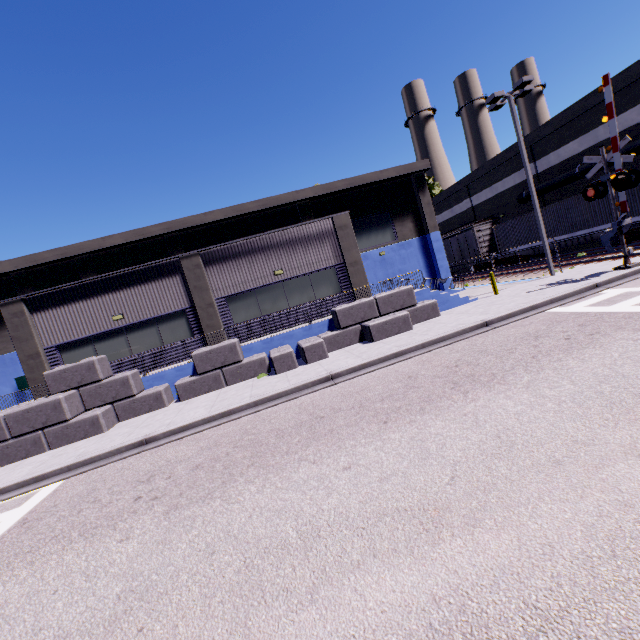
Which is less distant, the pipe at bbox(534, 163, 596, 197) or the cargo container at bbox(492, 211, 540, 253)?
the pipe at bbox(534, 163, 596, 197)

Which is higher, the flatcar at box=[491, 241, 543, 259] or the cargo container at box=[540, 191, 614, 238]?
the cargo container at box=[540, 191, 614, 238]

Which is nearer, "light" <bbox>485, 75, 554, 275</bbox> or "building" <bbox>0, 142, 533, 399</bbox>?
"building" <bbox>0, 142, 533, 399</bbox>

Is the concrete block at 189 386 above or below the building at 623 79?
below

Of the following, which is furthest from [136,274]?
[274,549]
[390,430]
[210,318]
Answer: [274,549]

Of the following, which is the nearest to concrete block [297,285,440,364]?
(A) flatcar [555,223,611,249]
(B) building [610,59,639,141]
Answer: (B) building [610,59,639,141]

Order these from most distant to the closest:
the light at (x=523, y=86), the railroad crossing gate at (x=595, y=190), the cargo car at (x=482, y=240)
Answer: the cargo car at (x=482, y=240)
the light at (x=523, y=86)
the railroad crossing gate at (x=595, y=190)

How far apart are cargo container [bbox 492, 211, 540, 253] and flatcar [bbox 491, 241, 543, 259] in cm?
1
